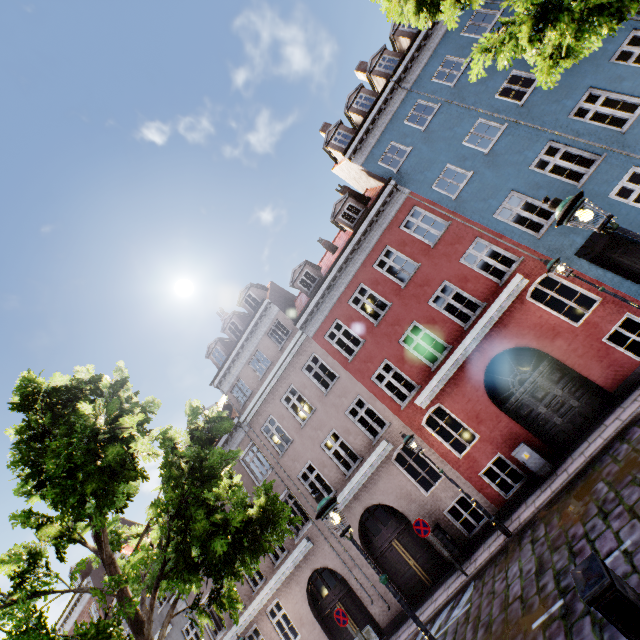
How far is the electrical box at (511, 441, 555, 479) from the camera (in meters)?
10.10

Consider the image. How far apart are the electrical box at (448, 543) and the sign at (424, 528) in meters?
1.3

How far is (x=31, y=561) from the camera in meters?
6.3 m

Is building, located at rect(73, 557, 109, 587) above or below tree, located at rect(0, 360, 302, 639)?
above

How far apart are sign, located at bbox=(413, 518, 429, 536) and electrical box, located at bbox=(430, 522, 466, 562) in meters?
1.3

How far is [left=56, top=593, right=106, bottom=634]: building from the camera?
21.8 meters

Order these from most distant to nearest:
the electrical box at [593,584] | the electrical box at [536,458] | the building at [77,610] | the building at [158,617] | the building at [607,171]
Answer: the building at [77,610] → the building at [158,617] → the building at [607,171] → the electrical box at [536,458] → the electrical box at [593,584]

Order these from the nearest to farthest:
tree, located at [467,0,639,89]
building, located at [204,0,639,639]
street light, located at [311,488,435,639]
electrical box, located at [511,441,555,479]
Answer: tree, located at [467,0,639,89] < street light, located at [311,488,435,639] < electrical box, located at [511,441,555,479] < building, located at [204,0,639,639]
